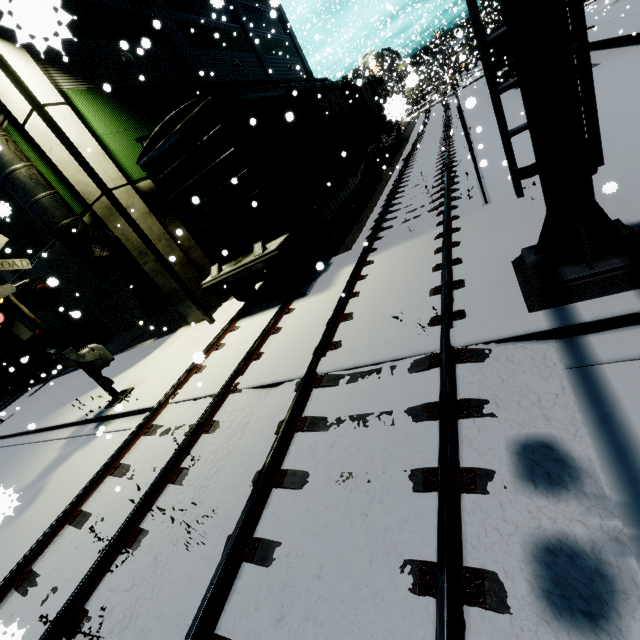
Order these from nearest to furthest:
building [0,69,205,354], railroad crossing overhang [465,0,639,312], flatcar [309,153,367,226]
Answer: railroad crossing overhang [465,0,639,312] < building [0,69,205,354] < flatcar [309,153,367,226]

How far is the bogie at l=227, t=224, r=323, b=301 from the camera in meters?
8.6

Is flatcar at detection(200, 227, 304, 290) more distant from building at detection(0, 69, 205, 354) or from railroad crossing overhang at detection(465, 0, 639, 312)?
railroad crossing overhang at detection(465, 0, 639, 312)

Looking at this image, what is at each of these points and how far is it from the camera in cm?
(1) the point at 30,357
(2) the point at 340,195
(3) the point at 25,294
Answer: (1) building, 1872
(2) flatcar, 1245
(3) railroad crossing gate, 830

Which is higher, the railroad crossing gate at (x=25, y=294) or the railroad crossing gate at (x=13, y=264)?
the railroad crossing gate at (x=13, y=264)

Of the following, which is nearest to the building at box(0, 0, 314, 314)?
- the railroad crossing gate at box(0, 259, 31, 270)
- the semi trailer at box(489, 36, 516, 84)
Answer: the semi trailer at box(489, 36, 516, 84)

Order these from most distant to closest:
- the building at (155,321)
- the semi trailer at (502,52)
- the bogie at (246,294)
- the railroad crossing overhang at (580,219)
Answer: the semi trailer at (502,52) → the building at (155,321) → the bogie at (246,294) → the railroad crossing overhang at (580,219)

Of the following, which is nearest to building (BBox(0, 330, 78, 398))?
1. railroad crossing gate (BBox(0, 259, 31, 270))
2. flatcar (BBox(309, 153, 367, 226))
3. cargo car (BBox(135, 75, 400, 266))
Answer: cargo car (BBox(135, 75, 400, 266))
